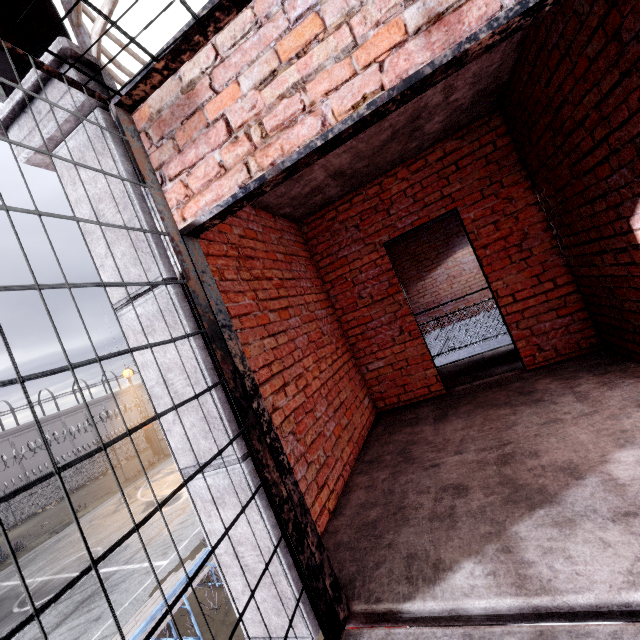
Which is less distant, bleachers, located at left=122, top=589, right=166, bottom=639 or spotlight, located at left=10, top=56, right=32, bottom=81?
spotlight, located at left=10, top=56, right=32, bottom=81

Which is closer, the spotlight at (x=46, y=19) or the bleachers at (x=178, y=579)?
the spotlight at (x=46, y=19)

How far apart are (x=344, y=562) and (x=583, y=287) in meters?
3.6 m

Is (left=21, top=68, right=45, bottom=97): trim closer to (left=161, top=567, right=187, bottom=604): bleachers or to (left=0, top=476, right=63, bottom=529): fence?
(left=0, top=476, right=63, bottom=529): fence

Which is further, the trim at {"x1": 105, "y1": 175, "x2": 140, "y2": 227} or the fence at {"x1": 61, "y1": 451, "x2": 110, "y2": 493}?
the fence at {"x1": 61, "y1": 451, "x2": 110, "y2": 493}

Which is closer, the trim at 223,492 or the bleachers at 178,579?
the trim at 223,492

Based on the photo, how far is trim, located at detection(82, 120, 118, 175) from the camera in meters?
1.7

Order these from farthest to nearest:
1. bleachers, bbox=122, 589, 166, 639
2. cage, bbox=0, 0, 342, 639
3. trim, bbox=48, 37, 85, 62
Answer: bleachers, bbox=122, 589, 166, 639
trim, bbox=48, 37, 85, 62
cage, bbox=0, 0, 342, 639
